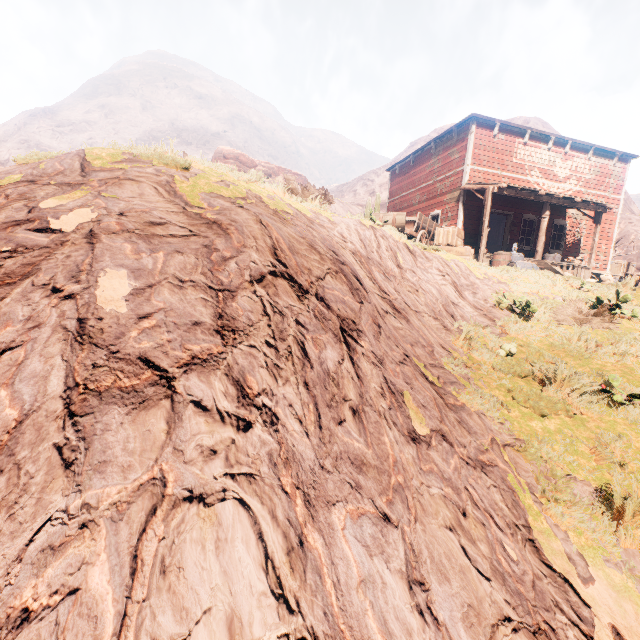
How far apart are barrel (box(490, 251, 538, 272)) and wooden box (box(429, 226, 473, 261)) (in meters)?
1.73

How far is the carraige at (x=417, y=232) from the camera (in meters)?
7.77

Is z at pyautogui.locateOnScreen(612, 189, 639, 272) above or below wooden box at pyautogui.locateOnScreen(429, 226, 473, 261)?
above

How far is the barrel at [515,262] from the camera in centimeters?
1011cm

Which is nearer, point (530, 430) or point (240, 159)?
point (530, 430)

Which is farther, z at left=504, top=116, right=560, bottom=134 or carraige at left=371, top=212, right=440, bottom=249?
z at left=504, top=116, right=560, bottom=134

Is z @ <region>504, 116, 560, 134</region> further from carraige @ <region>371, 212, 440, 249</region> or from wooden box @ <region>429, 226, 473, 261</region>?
wooden box @ <region>429, 226, 473, 261</region>
